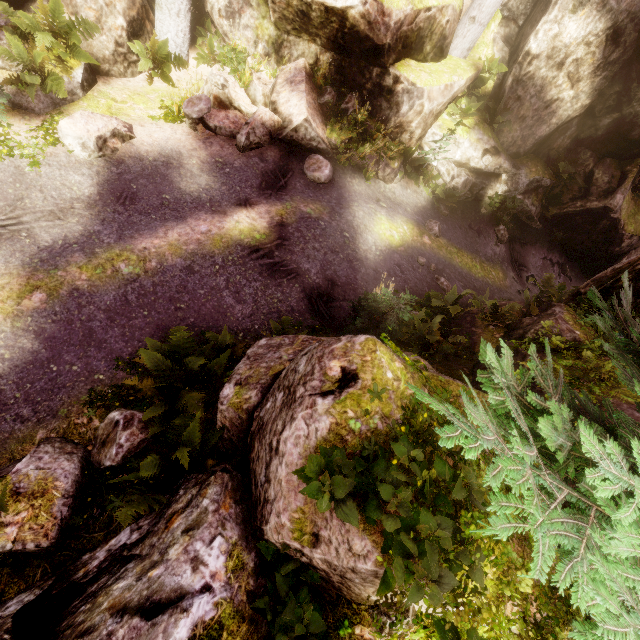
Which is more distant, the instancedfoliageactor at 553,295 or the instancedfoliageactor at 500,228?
the instancedfoliageactor at 500,228

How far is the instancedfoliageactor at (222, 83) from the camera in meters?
10.0 m

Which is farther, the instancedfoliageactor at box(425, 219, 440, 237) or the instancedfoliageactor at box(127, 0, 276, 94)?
the instancedfoliageactor at box(425, 219, 440, 237)

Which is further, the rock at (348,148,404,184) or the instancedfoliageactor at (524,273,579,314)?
the rock at (348,148,404,184)

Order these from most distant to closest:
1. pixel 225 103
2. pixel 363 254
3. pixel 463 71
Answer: pixel 463 71 < pixel 225 103 < pixel 363 254

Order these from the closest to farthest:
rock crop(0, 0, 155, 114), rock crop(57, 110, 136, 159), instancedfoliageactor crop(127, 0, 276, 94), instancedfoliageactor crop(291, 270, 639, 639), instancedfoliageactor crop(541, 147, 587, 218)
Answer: instancedfoliageactor crop(291, 270, 639, 639) → rock crop(57, 110, 136, 159) → rock crop(0, 0, 155, 114) → instancedfoliageactor crop(127, 0, 276, 94) → instancedfoliageactor crop(541, 147, 587, 218)

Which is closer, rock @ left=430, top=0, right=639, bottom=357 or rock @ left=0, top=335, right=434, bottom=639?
rock @ left=0, top=335, right=434, bottom=639
